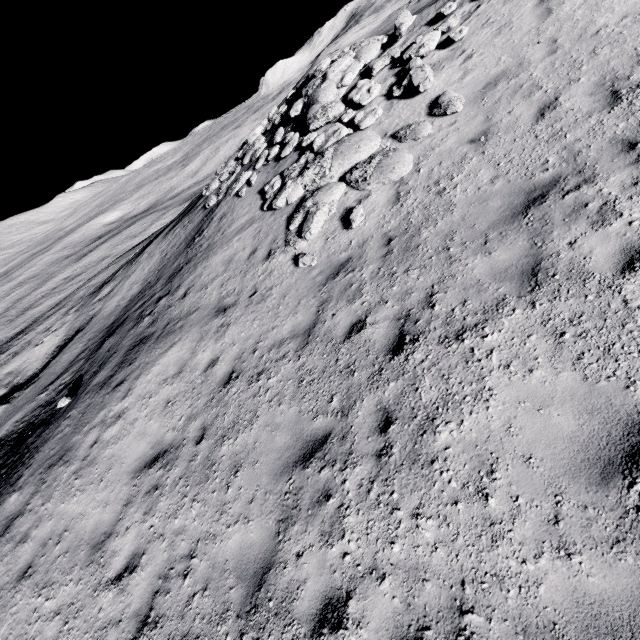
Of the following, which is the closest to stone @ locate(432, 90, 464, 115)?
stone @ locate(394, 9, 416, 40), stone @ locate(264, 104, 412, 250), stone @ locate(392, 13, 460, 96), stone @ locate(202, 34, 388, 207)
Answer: stone @ locate(264, 104, 412, 250)

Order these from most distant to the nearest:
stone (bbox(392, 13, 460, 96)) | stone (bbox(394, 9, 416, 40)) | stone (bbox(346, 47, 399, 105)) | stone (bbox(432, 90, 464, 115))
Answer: stone (bbox(394, 9, 416, 40))
stone (bbox(346, 47, 399, 105))
stone (bbox(392, 13, 460, 96))
stone (bbox(432, 90, 464, 115))

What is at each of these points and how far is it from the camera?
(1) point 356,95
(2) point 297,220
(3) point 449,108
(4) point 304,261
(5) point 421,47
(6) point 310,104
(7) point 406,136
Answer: (1) stone, 10.9m
(2) stone, 9.6m
(3) stone, 8.1m
(4) stone, 8.5m
(5) stone, 10.0m
(6) stone, 12.9m
(7) stone, 8.6m

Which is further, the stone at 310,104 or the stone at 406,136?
the stone at 310,104

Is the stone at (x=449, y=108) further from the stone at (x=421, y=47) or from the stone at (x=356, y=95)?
the stone at (x=356, y=95)

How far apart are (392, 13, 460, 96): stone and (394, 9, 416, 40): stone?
1.3 meters

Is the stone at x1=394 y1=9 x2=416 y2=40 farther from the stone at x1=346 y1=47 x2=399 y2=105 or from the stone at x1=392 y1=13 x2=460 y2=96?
the stone at x1=392 y1=13 x2=460 y2=96
